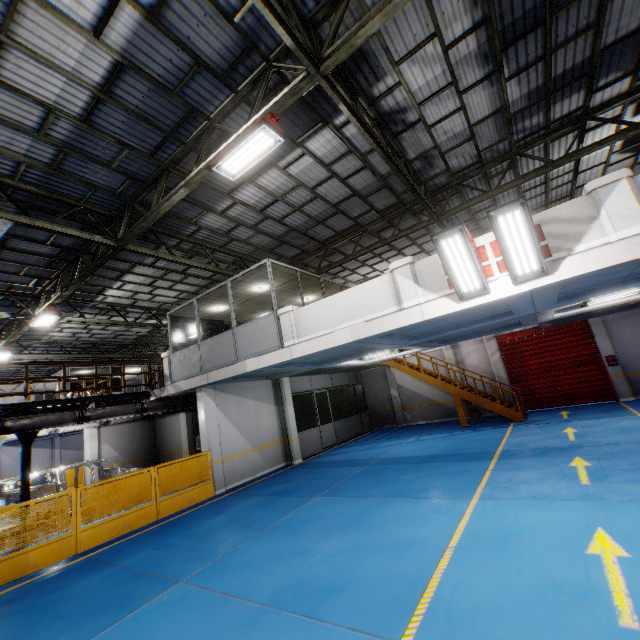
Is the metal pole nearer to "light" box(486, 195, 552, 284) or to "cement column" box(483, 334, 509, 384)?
"light" box(486, 195, 552, 284)

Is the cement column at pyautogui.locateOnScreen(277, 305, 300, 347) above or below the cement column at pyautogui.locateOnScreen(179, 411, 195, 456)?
above

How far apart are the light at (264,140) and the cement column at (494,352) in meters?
15.0 m

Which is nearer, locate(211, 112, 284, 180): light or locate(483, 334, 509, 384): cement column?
locate(211, 112, 284, 180): light

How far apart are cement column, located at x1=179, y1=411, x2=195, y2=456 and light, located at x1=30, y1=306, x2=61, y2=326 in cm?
767

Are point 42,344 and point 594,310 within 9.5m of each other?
no

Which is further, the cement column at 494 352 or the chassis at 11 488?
the cement column at 494 352

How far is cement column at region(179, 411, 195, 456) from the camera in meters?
18.2
